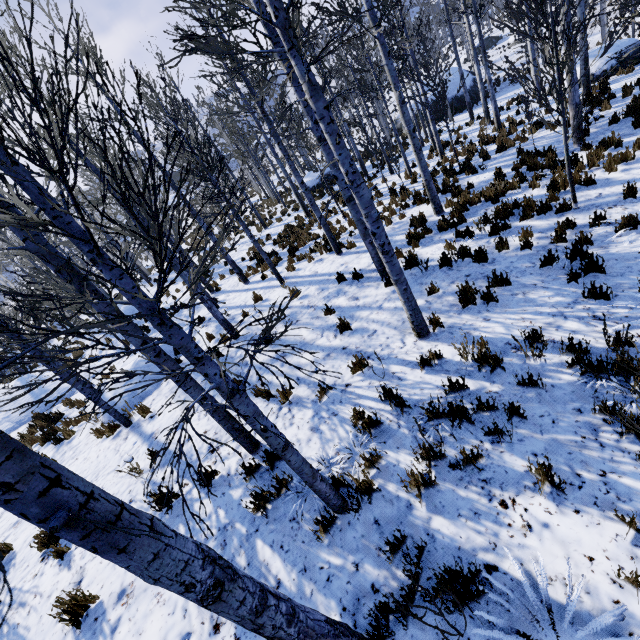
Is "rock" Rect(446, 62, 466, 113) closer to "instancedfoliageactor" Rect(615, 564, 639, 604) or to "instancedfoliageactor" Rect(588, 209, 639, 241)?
"instancedfoliageactor" Rect(588, 209, 639, 241)

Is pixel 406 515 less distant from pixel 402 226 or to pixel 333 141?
pixel 333 141

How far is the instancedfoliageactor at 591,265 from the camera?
5.2 meters

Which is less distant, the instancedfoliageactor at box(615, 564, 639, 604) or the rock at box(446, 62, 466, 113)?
the instancedfoliageactor at box(615, 564, 639, 604)

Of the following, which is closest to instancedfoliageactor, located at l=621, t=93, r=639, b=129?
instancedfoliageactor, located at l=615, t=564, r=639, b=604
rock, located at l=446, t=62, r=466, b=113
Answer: instancedfoliageactor, located at l=615, t=564, r=639, b=604

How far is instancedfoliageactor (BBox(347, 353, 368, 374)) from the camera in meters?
5.5 m

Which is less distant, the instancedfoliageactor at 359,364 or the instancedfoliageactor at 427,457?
the instancedfoliageactor at 427,457

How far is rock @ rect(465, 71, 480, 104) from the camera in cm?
2698
